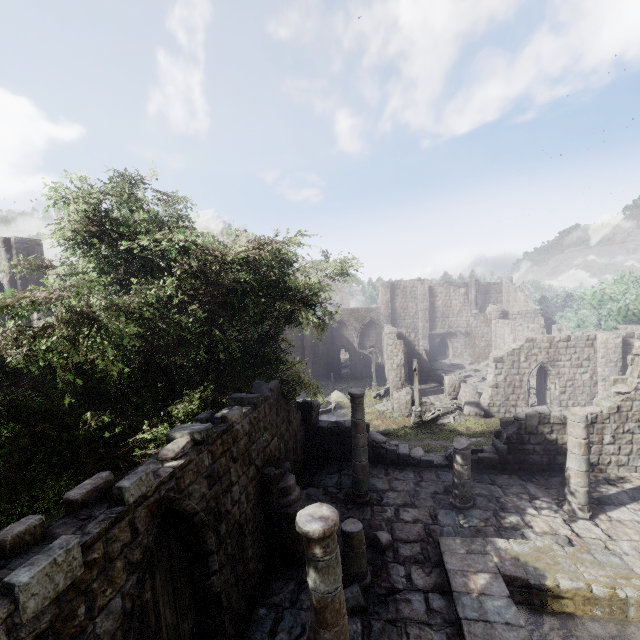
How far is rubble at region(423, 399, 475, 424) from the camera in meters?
23.3

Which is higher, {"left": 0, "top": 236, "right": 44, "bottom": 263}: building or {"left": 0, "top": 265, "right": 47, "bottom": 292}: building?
{"left": 0, "top": 236, "right": 44, "bottom": 263}: building

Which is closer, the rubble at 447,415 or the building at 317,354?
the rubble at 447,415

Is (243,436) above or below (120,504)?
below

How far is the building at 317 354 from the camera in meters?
39.4 m

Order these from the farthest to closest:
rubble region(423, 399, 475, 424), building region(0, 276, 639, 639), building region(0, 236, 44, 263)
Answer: rubble region(423, 399, 475, 424) → building region(0, 236, 44, 263) → building region(0, 276, 639, 639)

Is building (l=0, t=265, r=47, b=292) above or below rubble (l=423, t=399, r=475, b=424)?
above

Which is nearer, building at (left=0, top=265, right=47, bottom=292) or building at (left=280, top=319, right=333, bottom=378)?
building at (left=0, top=265, right=47, bottom=292)
